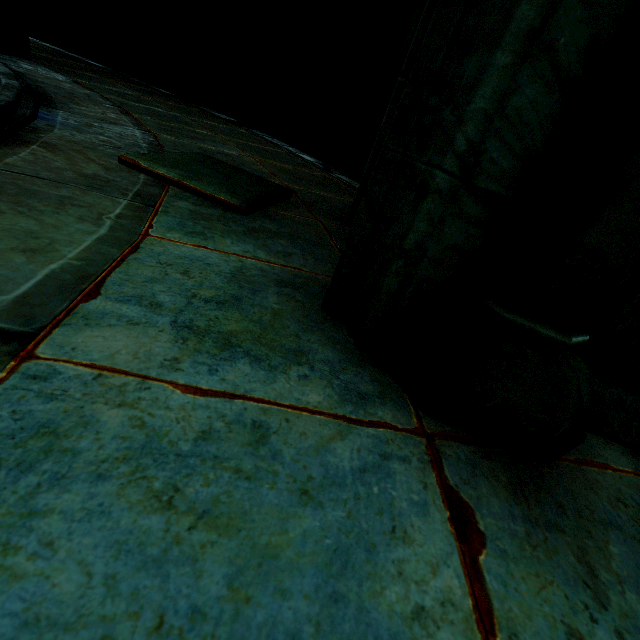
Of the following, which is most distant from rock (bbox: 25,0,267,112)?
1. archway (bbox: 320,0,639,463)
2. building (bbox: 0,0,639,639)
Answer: archway (bbox: 320,0,639,463)

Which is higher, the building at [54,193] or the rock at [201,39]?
the rock at [201,39]

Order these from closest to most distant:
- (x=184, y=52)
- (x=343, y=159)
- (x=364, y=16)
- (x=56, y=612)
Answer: (x=56, y=612) < (x=364, y=16) < (x=343, y=159) < (x=184, y=52)

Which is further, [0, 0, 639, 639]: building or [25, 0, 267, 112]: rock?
[25, 0, 267, 112]: rock

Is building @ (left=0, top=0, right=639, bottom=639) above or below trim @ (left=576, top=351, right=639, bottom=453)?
below

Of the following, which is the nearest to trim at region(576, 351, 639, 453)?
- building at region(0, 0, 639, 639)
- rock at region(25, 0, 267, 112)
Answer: building at region(0, 0, 639, 639)

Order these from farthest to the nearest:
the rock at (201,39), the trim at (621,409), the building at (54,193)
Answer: the rock at (201,39) → the trim at (621,409) → the building at (54,193)
